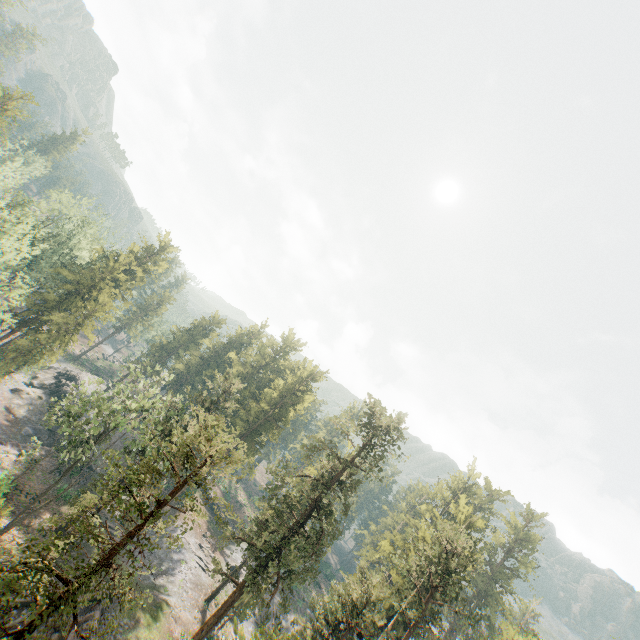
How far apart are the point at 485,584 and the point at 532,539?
11.24m

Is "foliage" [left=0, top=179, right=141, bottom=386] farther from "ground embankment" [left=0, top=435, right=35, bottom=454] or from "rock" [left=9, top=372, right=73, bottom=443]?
"rock" [left=9, top=372, right=73, bottom=443]

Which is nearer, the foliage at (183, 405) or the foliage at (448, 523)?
the foliage at (183, 405)

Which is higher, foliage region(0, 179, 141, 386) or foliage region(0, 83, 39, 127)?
foliage region(0, 83, 39, 127)

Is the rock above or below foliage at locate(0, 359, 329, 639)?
below

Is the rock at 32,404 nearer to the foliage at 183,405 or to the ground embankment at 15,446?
the ground embankment at 15,446

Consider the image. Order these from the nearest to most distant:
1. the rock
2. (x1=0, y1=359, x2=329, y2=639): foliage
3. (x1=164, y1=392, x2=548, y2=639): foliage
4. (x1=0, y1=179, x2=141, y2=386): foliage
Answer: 1. (x1=0, y1=359, x2=329, y2=639): foliage
2. (x1=164, y1=392, x2=548, y2=639): foliage
3. (x1=0, y1=179, x2=141, y2=386): foliage
4. the rock
